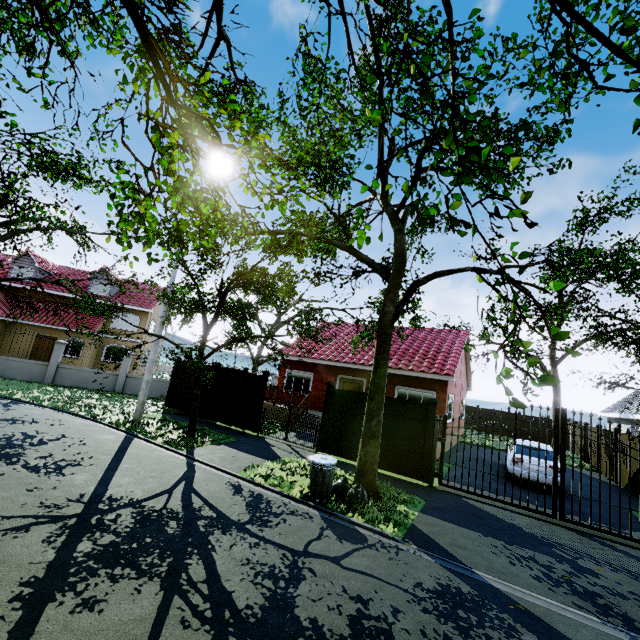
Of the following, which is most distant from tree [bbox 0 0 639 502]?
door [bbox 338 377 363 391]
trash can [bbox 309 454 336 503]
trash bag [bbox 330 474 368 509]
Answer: door [bbox 338 377 363 391]

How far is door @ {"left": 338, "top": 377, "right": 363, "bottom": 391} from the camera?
17.6 meters

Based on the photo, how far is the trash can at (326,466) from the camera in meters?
7.5

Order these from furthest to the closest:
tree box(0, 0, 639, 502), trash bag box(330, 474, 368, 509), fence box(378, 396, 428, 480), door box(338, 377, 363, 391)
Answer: door box(338, 377, 363, 391)
fence box(378, 396, 428, 480)
trash bag box(330, 474, 368, 509)
tree box(0, 0, 639, 502)

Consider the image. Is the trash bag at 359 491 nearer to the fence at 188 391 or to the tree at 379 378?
the tree at 379 378

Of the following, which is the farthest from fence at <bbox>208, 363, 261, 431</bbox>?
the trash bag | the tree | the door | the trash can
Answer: the door

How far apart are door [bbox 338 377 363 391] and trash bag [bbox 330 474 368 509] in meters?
9.1 m

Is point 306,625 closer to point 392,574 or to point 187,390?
point 392,574
